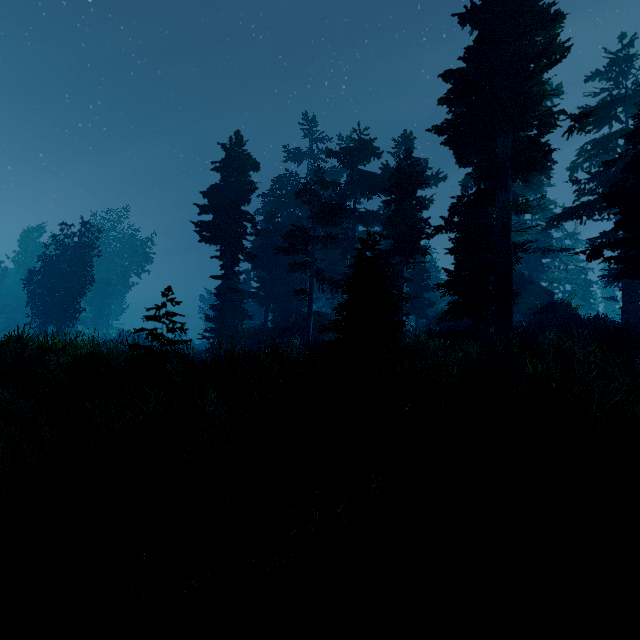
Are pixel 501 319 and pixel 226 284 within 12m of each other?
no

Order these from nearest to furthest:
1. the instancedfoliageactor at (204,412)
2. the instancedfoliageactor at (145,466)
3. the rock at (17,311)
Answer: the instancedfoliageactor at (145,466) → the instancedfoliageactor at (204,412) → the rock at (17,311)

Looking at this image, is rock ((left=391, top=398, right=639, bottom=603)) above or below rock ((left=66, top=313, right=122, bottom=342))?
below

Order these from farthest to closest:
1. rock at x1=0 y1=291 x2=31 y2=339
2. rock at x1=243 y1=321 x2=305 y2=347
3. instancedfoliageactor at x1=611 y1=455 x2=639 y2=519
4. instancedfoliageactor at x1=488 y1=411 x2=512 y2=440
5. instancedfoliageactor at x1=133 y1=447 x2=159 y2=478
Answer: rock at x1=0 y1=291 x2=31 y2=339, rock at x1=243 y1=321 x2=305 y2=347, instancedfoliageactor at x1=133 y1=447 x2=159 y2=478, instancedfoliageactor at x1=488 y1=411 x2=512 y2=440, instancedfoliageactor at x1=611 y1=455 x2=639 y2=519

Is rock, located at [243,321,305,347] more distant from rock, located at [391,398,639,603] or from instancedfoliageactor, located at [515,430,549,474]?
rock, located at [391,398,639,603]

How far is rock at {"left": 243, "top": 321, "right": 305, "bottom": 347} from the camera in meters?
26.4 m

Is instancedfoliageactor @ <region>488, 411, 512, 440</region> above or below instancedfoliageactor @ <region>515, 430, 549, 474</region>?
above

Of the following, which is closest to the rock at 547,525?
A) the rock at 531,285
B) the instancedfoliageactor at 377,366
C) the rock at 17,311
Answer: the instancedfoliageactor at 377,366
